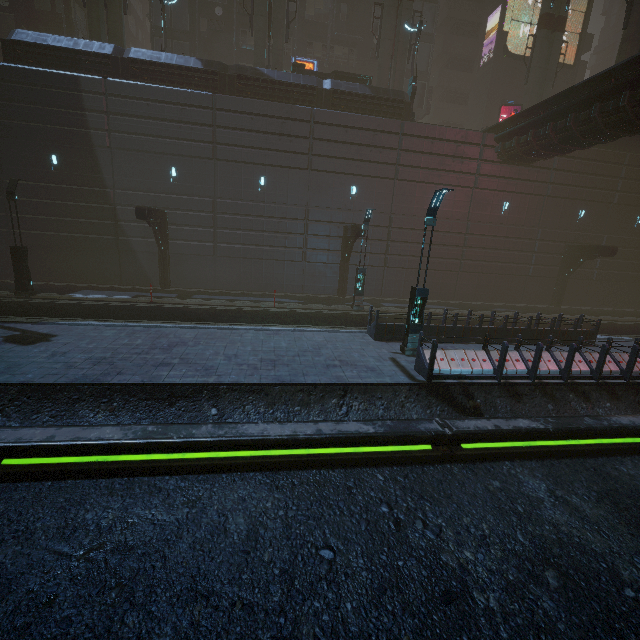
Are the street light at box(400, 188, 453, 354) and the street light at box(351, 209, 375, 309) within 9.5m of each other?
yes

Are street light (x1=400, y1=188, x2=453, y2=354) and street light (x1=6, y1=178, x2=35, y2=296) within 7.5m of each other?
no

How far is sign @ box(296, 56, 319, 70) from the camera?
28.9m

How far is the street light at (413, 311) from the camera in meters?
10.4

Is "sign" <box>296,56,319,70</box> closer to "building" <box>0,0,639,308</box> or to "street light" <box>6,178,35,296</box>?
"building" <box>0,0,639,308</box>

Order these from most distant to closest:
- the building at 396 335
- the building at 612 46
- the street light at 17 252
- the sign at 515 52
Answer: the building at 612 46, the sign at 515 52, the street light at 17 252, the building at 396 335

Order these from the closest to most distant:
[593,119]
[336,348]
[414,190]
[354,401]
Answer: [354,401] → [336,348] → [593,119] → [414,190]

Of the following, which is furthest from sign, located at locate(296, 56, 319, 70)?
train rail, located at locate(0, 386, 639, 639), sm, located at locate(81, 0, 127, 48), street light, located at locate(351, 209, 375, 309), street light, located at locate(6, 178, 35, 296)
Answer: train rail, located at locate(0, 386, 639, 639)
